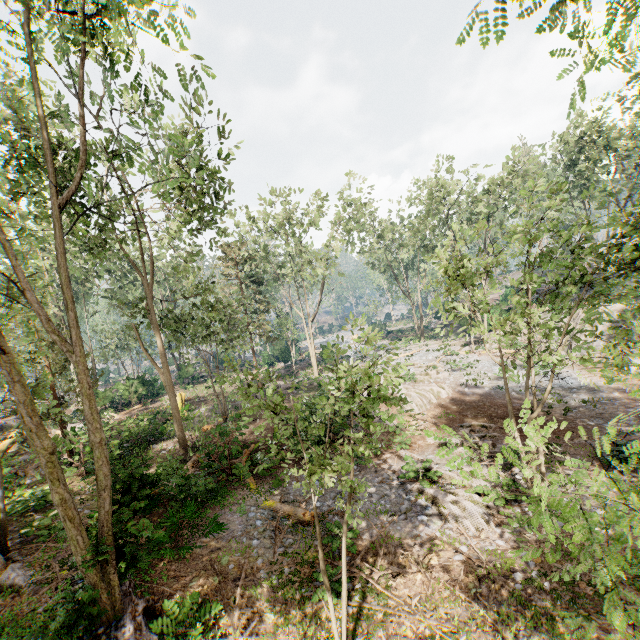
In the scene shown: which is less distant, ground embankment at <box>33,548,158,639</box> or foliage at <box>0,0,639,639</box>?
foliage at <box>0,0,639,639</box>

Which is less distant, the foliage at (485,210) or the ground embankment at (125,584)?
the foliage at (485,210)

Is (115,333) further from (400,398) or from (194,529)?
(400,398)
